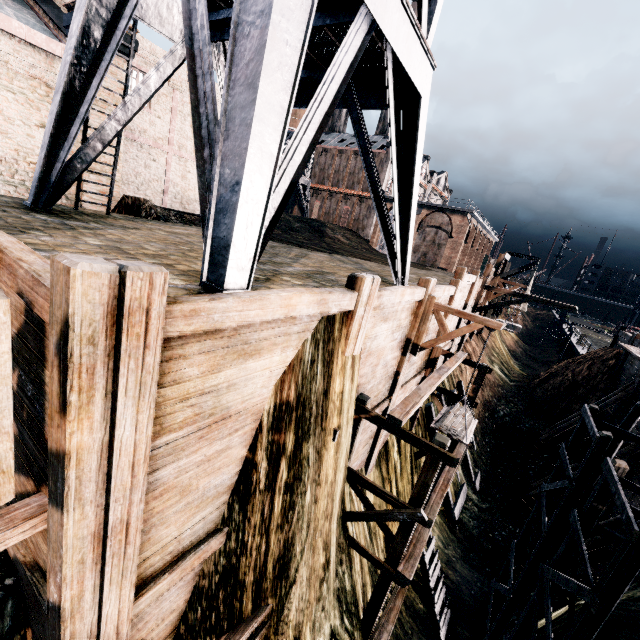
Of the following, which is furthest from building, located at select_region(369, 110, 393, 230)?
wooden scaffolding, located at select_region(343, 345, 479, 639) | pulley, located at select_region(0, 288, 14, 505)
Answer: pulley, located at select_region(0, 288, 14, 505)

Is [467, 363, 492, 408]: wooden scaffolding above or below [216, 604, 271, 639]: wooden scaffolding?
above

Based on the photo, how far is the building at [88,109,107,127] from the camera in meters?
14.4

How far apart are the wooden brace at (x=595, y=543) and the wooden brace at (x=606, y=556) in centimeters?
13cm

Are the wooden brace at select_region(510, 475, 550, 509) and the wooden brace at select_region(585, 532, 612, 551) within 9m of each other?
yes

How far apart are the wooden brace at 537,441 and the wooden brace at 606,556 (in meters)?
9.52

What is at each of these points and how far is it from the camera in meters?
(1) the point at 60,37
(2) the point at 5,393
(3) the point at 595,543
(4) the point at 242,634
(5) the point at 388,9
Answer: (1) building, 15.2 m
(2) pulley, 3.1 m
(3) wooden brace, 13.5 m
(4) wooden scaffolding, 6.2 m
(5) water tower, 7.2 m

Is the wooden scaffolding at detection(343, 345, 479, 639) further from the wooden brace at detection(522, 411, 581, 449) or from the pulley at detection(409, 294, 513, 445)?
the wooden brace at detection(522, 411, 581, 449)
